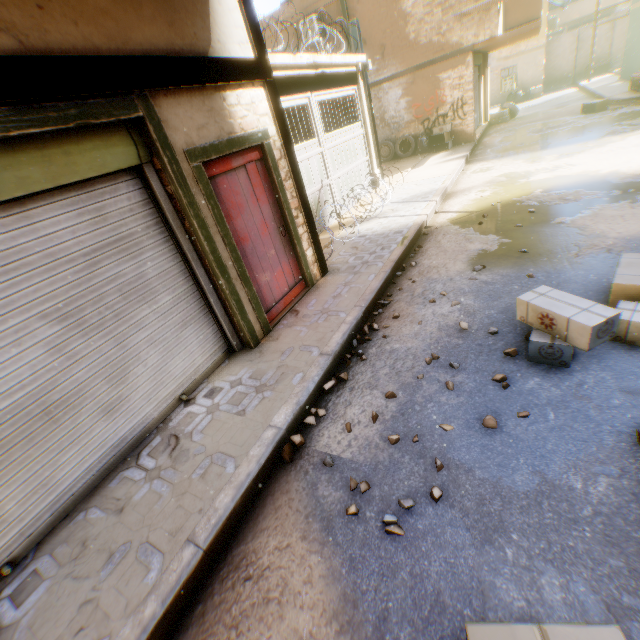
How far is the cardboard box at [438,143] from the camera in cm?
1378

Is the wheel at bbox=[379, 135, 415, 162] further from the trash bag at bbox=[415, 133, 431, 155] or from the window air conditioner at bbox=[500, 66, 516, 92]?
the window air conditioner at bbox=[500, 66, 516, 92]

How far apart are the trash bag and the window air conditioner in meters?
15.6 m

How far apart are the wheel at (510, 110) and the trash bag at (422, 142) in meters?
6.4 m

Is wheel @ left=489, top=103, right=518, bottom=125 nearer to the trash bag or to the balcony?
the balcony

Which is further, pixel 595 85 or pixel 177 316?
pixel 595 85

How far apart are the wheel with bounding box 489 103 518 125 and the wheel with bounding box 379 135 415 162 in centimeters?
662cm

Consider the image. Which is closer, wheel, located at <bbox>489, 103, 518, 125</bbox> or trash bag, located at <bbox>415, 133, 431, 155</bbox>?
trash bag, located at <bbox>415, 133, 431, 155</bbox>
